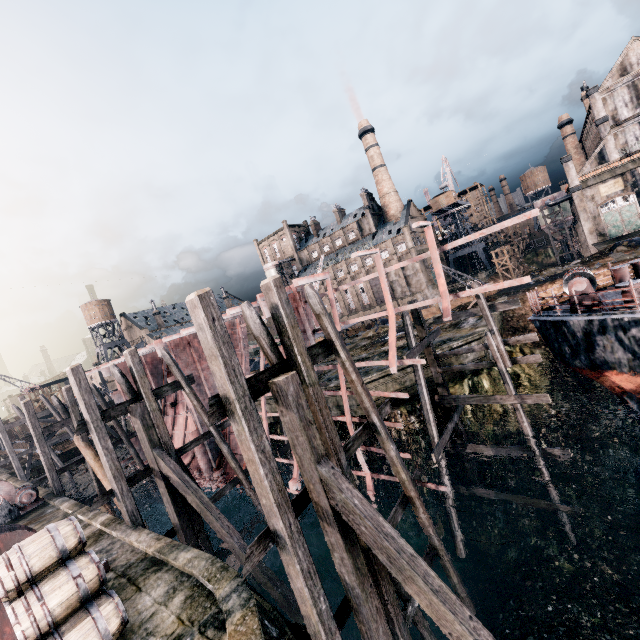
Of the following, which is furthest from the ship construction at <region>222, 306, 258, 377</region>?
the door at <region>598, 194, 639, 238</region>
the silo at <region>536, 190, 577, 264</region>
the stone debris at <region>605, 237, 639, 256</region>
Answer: the silo at <region>536, 190, 577, 264</region>

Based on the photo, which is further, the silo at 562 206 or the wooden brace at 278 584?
the silo at 562 206

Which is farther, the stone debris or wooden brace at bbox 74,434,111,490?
the stone debris

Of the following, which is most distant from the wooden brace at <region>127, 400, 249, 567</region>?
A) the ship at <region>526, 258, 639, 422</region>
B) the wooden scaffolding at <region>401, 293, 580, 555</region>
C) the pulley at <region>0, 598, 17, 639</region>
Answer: the ship at <region>526, 258, 639, 422</region>

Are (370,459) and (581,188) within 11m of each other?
no

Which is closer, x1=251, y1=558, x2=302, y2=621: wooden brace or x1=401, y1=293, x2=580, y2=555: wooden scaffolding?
x1=251, y1=558, x2=302, y2=621: wooden brace

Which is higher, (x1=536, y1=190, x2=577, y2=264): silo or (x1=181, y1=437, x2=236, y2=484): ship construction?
(x1=536, y1=190, x2=577, y2=264): silo

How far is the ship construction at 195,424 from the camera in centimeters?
1981cm
